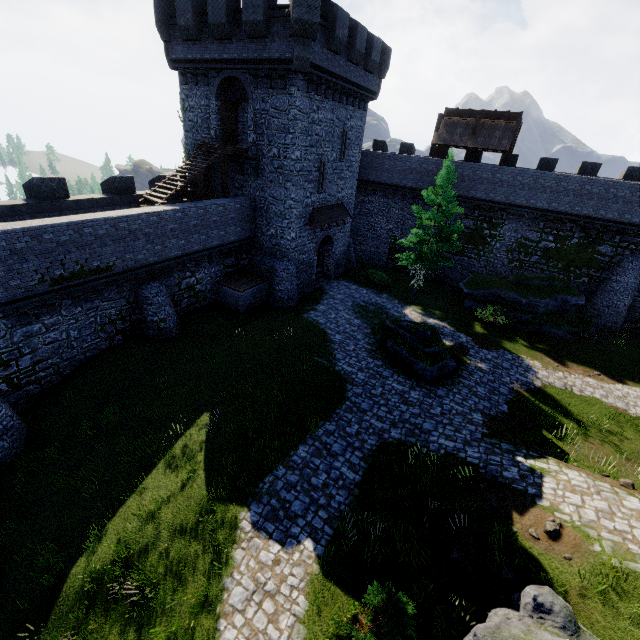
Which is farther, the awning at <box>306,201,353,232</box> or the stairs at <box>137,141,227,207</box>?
the awning at <box>306,201,353,232</box>

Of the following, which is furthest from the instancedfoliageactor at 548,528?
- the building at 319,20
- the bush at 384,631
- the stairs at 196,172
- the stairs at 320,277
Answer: the stairs at 196,172

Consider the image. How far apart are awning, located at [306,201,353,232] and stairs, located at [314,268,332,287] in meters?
4.4 m

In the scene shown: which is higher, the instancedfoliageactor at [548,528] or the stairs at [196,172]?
the stairs at [196,172]

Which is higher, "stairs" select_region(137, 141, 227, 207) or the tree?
"stairs" select_region(137, 141, 227, 207)

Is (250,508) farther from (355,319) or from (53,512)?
(355,319)

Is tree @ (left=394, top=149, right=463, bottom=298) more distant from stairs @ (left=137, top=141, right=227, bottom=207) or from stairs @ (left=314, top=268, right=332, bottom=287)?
stairs @ (left=137, top=141, right=227, bottom=207)

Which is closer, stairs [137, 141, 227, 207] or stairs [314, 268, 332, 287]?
stairs [137, 141, 227, 207]
